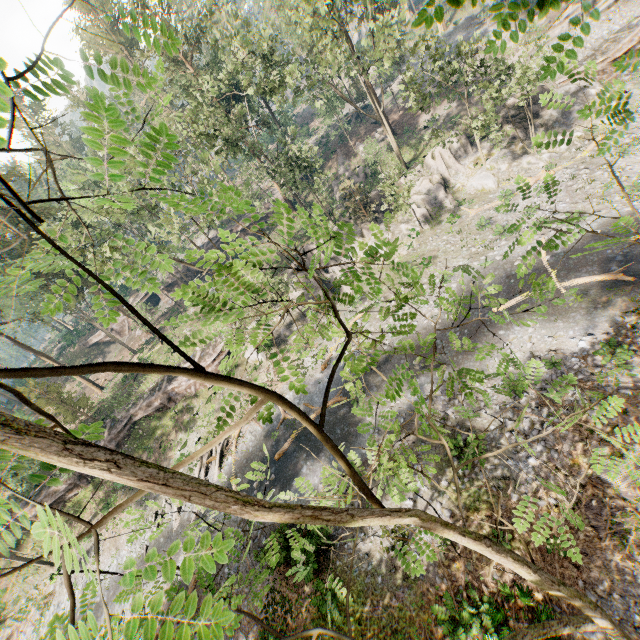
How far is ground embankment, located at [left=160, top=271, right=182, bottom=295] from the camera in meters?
51.5 m

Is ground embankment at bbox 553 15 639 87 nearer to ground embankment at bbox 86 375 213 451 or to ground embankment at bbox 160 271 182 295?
ground embankment at bbox 160 271 182 295

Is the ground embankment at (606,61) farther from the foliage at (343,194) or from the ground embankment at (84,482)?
the ground embankment at (84,482)

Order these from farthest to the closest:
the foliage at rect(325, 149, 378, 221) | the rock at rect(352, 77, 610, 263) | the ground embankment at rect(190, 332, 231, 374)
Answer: the ground embankment at rect(190, 332, 231, 374) < the foliage at rect(325, 149, 378, 221) < the rock at rect(352, 77, 610, 263)

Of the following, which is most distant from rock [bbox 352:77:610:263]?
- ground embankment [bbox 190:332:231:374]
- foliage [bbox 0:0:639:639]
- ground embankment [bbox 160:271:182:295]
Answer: ground embankment [bbox 160:271:182:295]

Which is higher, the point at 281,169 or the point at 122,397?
the point at 281,169

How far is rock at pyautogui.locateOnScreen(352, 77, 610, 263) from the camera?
27.19m

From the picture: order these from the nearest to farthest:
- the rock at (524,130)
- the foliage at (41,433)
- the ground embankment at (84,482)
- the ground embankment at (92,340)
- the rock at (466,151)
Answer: the foliage at (41,433) → the rock at (466,151) → the rock at (524,130) → the ground embankment at (84,482) → the ground embankment at (92,340)
